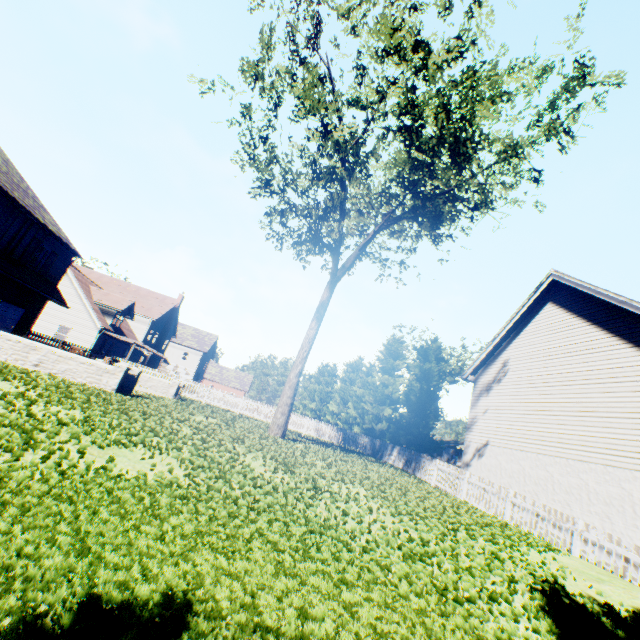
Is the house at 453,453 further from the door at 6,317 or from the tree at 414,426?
the door at 6,317

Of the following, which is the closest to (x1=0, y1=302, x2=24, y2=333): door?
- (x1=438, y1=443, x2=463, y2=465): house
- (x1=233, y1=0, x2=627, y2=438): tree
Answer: (x1=233, y1=0, x2=627, y2=438): tree

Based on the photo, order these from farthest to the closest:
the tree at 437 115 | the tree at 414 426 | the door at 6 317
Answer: the tree at 414 426 < the door at 6 317 < the tree at 437 115

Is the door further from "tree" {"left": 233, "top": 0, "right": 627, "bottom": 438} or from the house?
the house

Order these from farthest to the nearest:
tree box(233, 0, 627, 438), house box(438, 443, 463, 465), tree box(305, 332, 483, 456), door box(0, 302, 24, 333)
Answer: house box(438, 443, 463, 465)
tree box(305, 332, 483, 456)
door box(0, 302, 24, 333)
tree box(233, 0, 627, 438)

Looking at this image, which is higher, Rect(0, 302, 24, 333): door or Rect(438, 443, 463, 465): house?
Rect(438, 443, 463, 465): house

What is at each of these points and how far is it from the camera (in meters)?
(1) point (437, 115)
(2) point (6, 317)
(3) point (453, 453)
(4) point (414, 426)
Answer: (1) tree, 12.35
(2) door, 17.88
(3) house, 59.59
(4) tree, 28.06
